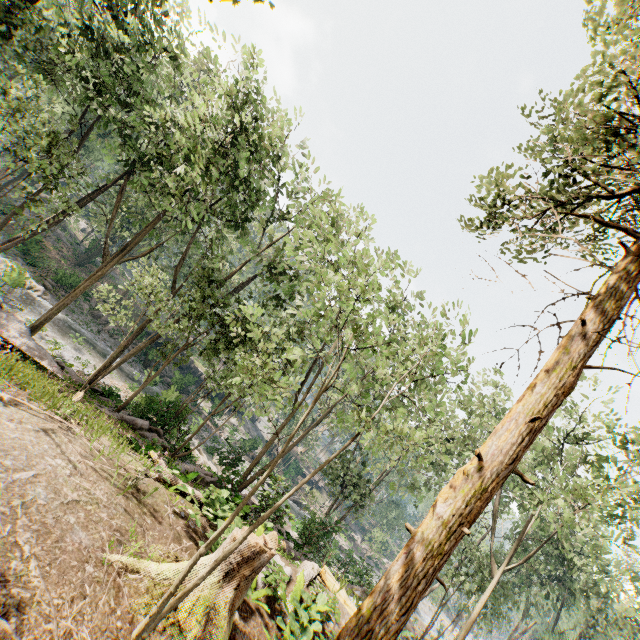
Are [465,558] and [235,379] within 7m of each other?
no

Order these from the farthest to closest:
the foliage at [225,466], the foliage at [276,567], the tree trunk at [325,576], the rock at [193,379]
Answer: the rock at [193,379], the foliage at [225,466], the tree trunk at [325,576], the foliage at [276,567]

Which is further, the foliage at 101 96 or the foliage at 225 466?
the foliage at 225 466

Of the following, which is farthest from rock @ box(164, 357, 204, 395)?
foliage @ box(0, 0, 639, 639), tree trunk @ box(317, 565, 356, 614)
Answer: tree trunk @ box(317, 565, 356, 614)

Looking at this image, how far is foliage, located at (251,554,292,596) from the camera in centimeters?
809cm

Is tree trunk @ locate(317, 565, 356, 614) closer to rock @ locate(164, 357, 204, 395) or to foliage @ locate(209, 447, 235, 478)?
foliage @ locate(209, 447, 235, 478)
